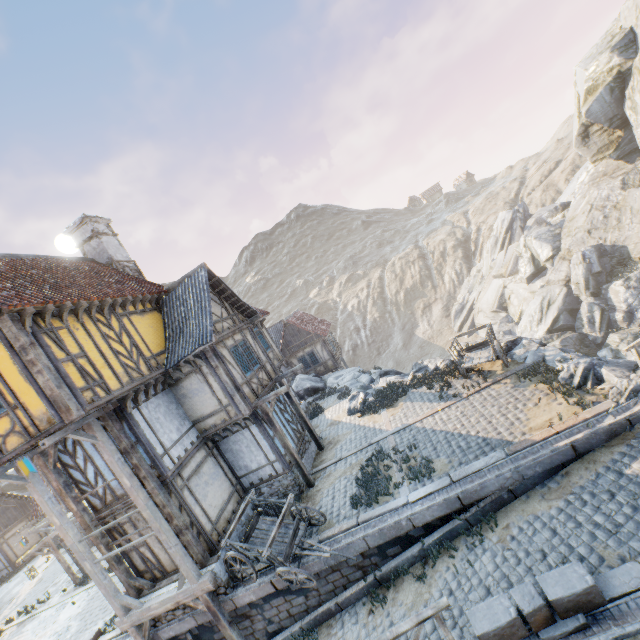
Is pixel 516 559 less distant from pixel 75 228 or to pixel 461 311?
pixel 75 228

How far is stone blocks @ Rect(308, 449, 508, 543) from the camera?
8.9 meters

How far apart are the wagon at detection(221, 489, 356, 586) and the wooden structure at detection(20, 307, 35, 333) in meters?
7.8 m

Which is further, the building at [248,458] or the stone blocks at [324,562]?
the stone blocks at [324,562]

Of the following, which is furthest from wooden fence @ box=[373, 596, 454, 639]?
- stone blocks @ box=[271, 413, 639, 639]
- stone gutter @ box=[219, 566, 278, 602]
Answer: stone gutter @ box=[219, 566, 278, 602]

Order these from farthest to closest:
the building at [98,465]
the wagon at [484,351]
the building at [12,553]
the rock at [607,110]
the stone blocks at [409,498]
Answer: the building at [12,553] → the rock at [607,110] → the wagon at [484,351] → the building at [98,465] → the stone blocks at [409,498]

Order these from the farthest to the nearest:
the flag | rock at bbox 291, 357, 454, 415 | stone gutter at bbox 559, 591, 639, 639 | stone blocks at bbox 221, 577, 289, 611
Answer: rock at bbox 291, 357, 454, 415
stone blocks at bbox 221, 577, 289, 611
the flag
stone gutter at bbox 559, 591, 639, 639

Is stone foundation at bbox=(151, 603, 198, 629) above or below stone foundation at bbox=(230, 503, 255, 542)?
below
